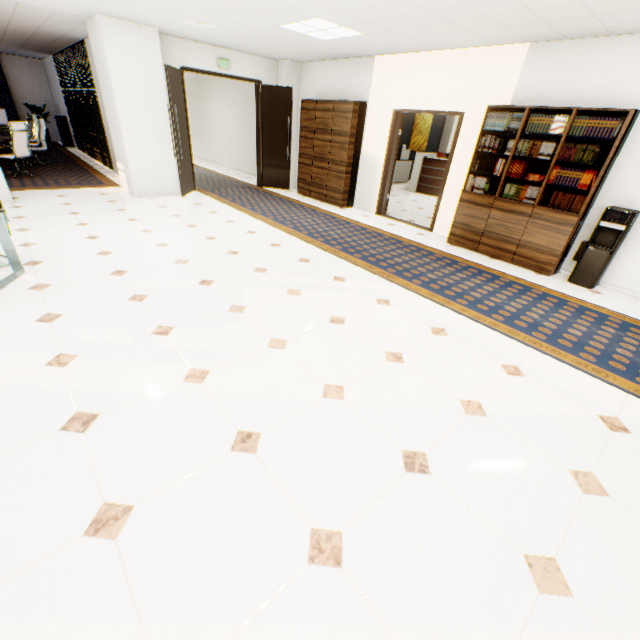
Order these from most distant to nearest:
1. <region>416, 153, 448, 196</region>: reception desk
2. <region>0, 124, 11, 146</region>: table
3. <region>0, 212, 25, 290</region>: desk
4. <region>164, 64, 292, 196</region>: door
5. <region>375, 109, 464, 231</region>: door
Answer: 1. <region>416, 153, 448, 196</region>: reception desk
2. <region>0, 124, 11, 146</region>: table
3. <region>164, 64, 292, 196</region>: door
4. <region>375, 109, 464, 231</region>: door
5. <region>0, 212, 25, 290</region>: desk

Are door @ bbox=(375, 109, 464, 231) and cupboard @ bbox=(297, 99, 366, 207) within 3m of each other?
yes

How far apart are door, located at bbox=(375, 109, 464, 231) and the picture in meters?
6.4 m

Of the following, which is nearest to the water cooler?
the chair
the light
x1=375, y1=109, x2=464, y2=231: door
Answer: x1=375, y1=109, x2=464, y2=231: door

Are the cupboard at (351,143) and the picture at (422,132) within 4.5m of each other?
no

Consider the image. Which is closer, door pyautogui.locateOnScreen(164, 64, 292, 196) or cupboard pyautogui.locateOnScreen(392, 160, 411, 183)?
door pyautogui.locateOnScreen(164, 64, 292, 196)

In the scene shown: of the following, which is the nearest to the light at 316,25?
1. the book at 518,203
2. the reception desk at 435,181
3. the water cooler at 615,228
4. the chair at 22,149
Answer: the book at 518,203

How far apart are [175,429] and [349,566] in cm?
128
